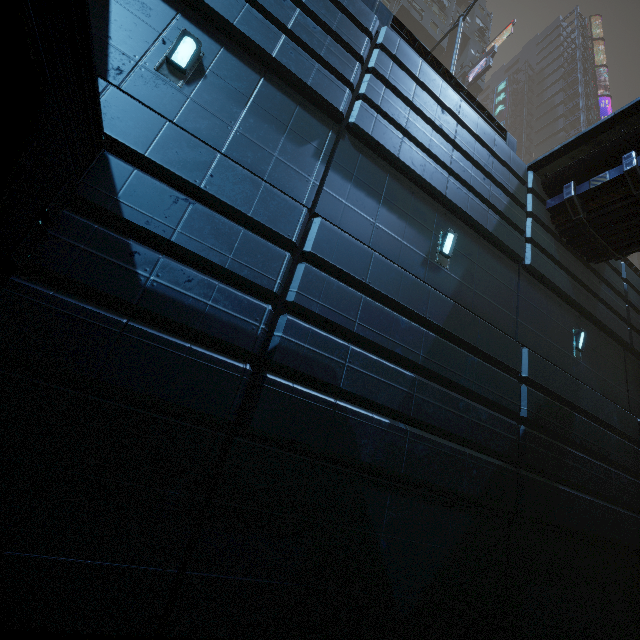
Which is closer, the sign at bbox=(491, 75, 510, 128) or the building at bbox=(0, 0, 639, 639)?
the building at bbox=(0, 0, 639, 639)

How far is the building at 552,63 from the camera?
46.8 meters

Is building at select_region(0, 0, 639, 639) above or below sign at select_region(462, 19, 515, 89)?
below

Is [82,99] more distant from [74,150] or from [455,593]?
[455,593]

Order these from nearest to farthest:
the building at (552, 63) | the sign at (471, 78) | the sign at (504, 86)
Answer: the sign at (471, 78) → the building at (552, 63) → the sign at (504, 86)

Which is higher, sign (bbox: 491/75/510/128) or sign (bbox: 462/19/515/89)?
sign (bbox: 491/75/510/128)

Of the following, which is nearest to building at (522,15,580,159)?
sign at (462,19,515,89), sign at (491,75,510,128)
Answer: sign at (462,19,515,89)
